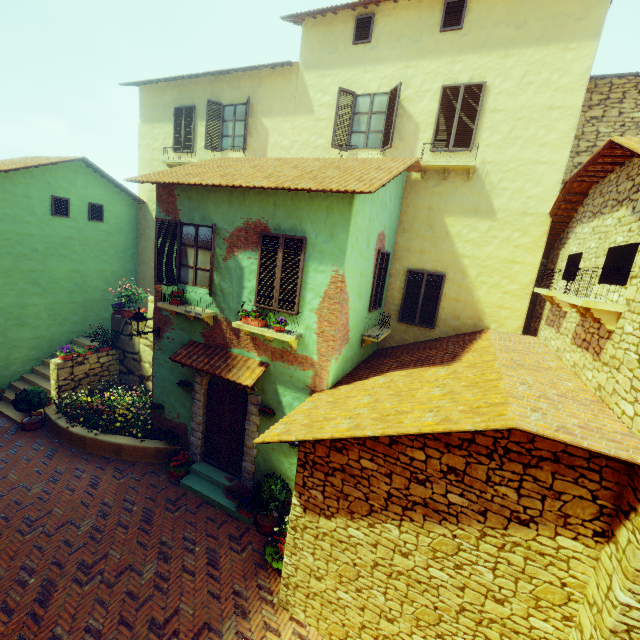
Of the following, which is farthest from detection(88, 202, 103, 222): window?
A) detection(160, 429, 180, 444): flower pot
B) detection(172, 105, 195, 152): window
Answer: detection(160, 429, 180, 444): flower pot

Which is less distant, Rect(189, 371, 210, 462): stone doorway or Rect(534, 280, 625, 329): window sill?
Rect(534, 280, 625, 329): window sill

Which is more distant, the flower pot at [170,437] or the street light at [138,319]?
the flower pot at [170,437]

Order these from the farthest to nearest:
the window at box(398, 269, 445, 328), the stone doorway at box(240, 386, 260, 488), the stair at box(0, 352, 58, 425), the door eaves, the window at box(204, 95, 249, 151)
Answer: the window at box(204, 95, 249, 151) → the stair at box(0, 352, 58, 425) → the window at box(398, 269, 445, 328) → the stone doorway at box(240, 386, 260, 488) → the door eaves

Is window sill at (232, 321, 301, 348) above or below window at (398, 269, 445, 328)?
below

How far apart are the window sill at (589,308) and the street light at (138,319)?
9.0m

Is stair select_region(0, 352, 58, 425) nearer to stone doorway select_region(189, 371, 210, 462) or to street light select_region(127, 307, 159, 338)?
street light select_region(127, 307, 159, 338)

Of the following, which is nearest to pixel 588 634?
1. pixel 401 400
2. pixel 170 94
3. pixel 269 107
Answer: pixel 401 400
